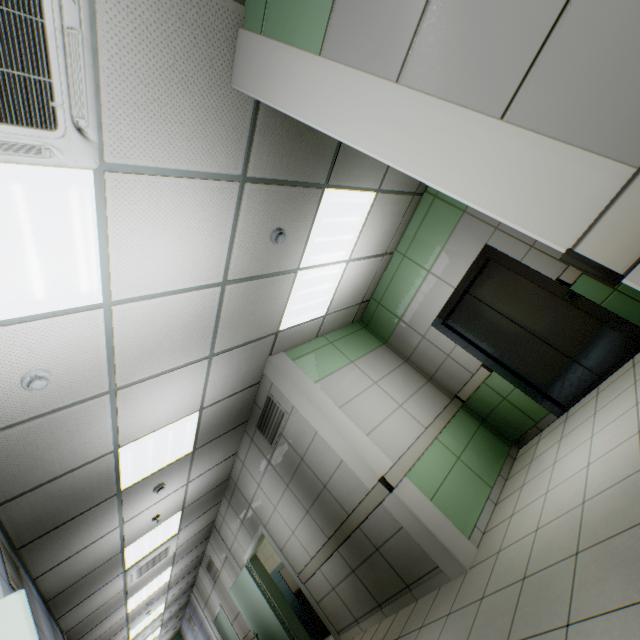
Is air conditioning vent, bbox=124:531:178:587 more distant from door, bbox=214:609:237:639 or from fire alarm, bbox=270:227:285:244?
fire alarm, bbox=270:227:285:244

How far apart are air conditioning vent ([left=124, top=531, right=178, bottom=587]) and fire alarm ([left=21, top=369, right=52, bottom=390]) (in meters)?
5.42

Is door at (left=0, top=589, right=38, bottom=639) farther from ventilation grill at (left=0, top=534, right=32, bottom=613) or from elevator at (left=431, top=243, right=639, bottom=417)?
elevator at (left=431, top=243, right=639, bottom=417)

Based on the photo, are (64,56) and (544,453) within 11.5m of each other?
yes

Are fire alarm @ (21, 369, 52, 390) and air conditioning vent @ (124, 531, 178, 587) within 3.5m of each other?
no

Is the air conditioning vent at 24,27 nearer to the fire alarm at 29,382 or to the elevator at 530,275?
the fire alarm at 29,382

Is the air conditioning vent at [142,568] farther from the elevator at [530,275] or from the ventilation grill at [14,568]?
the elevator at [530,275]

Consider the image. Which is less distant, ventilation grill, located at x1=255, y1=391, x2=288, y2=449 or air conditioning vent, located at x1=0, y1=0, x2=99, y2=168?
air conditioning vent, located at x1=0, y1=0, x2=99, y2=168
